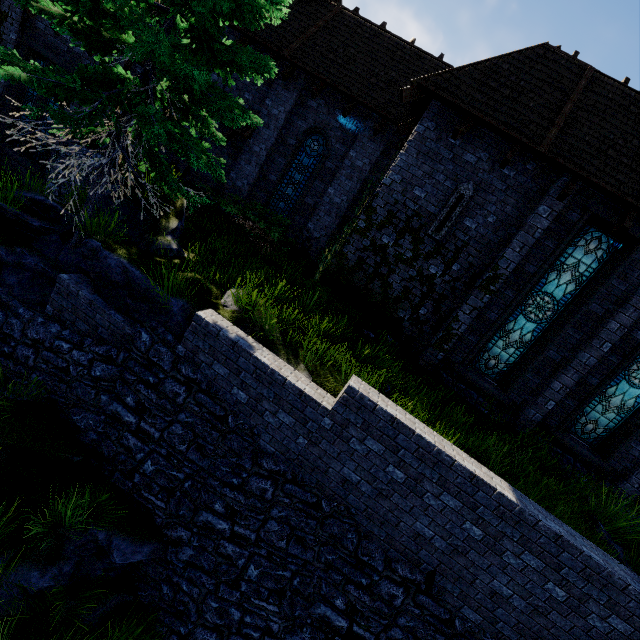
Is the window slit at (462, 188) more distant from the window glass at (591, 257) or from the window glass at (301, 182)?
the window glass at (301, 182)

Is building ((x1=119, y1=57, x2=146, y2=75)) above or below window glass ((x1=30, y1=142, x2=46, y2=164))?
above

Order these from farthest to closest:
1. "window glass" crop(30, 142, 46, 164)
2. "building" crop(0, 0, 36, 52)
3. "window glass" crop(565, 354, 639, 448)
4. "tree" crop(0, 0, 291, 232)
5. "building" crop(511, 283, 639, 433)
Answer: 1. "window glass" crop(30, 142, 46, 164)
2. "building" crop(0, 0, 36, 52)
3. "window glass" crop(565, 354, 639, 448)
4. "building" crop(511, 283, 639, 433)
5. "tree" crop(0, 0, 291, 232)

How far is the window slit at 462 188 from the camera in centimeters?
849cm

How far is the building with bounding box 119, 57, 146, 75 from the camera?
9.7m

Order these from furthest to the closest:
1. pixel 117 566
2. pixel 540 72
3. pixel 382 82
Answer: pixel 382 82 → pixel 540 72 → pixel 117 566

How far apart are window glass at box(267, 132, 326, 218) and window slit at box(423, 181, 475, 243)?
5.6 meters

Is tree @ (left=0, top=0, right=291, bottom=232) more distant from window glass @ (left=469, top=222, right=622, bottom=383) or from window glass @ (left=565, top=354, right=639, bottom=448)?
window glass @ (left=565, top=354, right=639, bottom=448)
